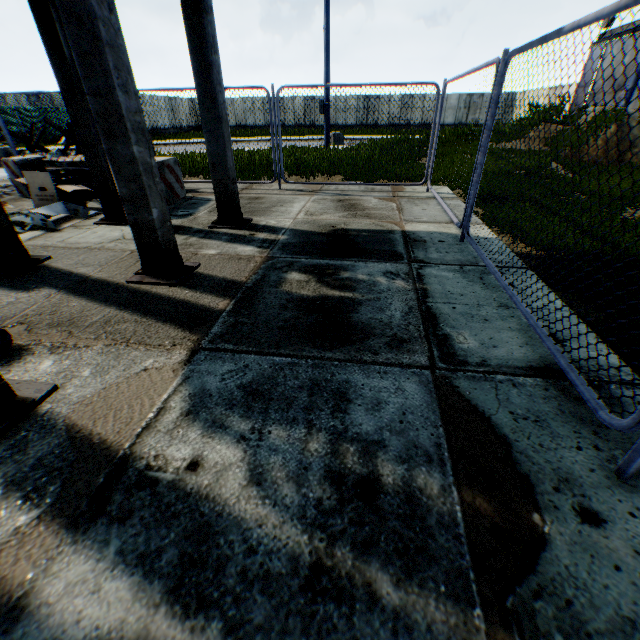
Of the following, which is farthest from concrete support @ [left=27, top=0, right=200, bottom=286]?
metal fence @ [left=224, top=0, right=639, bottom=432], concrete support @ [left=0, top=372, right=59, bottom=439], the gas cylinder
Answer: metal fence @ [left=224, top=0, right=639, bottom=432]

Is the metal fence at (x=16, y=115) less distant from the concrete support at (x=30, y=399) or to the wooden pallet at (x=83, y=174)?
the wooden pallet at (x=83, y=174)

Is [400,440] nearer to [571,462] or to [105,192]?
[571,462]

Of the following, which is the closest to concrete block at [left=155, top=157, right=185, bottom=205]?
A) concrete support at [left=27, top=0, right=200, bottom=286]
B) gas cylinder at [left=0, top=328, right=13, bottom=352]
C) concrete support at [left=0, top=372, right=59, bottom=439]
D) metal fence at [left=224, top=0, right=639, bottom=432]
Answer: concrete support at [left=27, top=0, right=200, bottom=286]

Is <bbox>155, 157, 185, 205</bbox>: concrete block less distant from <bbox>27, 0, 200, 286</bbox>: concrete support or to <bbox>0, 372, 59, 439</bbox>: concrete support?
<bbox>27, 0, 200, 286</bbox>: concrete support

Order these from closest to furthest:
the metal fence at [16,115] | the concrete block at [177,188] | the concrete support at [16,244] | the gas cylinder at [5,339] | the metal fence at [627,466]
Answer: the metal fence at [627,466] < the gas cylinder at [5,339] < the concrete support at [16,244] < the concrete block at [177,188] < the metal fence at [16,115]

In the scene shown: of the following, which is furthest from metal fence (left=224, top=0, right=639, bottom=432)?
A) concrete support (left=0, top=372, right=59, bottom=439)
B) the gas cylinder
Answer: the gas cylinder
